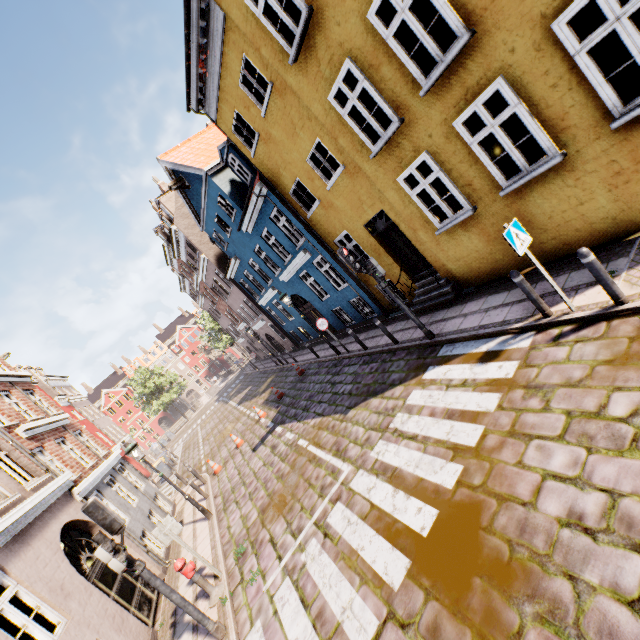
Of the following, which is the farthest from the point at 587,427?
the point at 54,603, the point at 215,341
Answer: the point at 215,341

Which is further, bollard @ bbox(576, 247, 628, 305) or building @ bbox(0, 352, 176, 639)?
building @ bbox(0, 352, 176, 639)

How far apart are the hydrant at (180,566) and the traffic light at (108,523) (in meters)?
1.64

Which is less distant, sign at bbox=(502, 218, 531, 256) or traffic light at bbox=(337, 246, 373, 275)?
sign at bbox=(502, 218, 531, 256)

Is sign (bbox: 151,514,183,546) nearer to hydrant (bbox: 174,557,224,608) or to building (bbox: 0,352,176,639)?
hydrant (bbox: 174,557,224,608)

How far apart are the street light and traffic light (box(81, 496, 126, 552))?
5.1 meters

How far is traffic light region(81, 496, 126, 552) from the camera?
5.49m

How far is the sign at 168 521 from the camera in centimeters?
724cm
